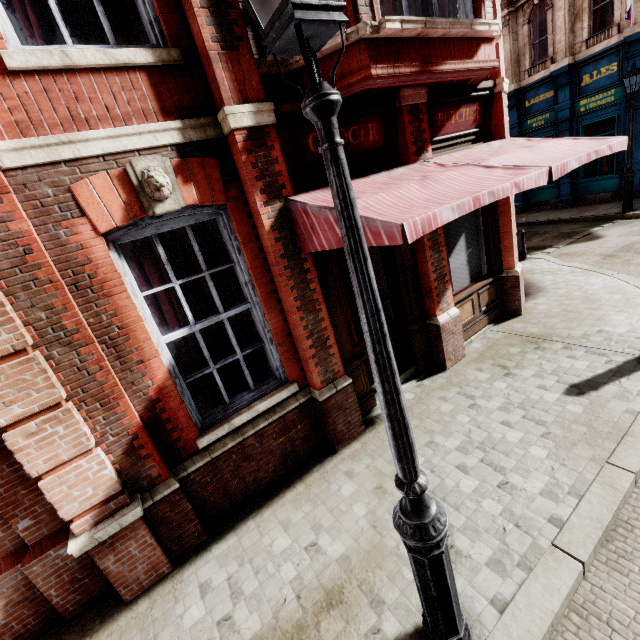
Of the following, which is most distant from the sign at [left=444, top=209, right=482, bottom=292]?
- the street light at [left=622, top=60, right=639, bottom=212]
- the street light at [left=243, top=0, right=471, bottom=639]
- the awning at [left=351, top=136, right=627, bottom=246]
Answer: the street light at [left=622, top=60, right=639, bottom=212]

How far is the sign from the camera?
6.1 meters

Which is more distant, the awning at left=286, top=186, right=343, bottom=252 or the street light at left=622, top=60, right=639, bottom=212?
the street light at left=622, top=60, right=639, bottom=212

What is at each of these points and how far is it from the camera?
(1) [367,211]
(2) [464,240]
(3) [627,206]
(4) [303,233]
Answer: (1) awning, 3.14m
(2) sign, 6.30m
(3) street light, 12.02m
(4) awning, 3.79m

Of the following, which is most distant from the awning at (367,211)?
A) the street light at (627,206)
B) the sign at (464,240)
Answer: the street light at (627,206)

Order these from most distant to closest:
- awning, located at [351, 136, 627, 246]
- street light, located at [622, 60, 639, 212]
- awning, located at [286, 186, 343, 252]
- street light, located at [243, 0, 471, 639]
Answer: street light, located at [622, 60, 639, 212] → awning, located at [286, 186, 343, 252] → awning, located at [351, 136, 627, 246] → street light, located at [243, 0, 471, 639]

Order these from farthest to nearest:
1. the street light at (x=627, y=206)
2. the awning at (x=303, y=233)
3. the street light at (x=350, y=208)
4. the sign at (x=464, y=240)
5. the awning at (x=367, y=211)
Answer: the street light at (x=627, y=206) → the sign at (x=464, y=240) → the awning at (x=303, y=233) → the awning at (x=367, y=211) → the street light at (x=350, y=208)
